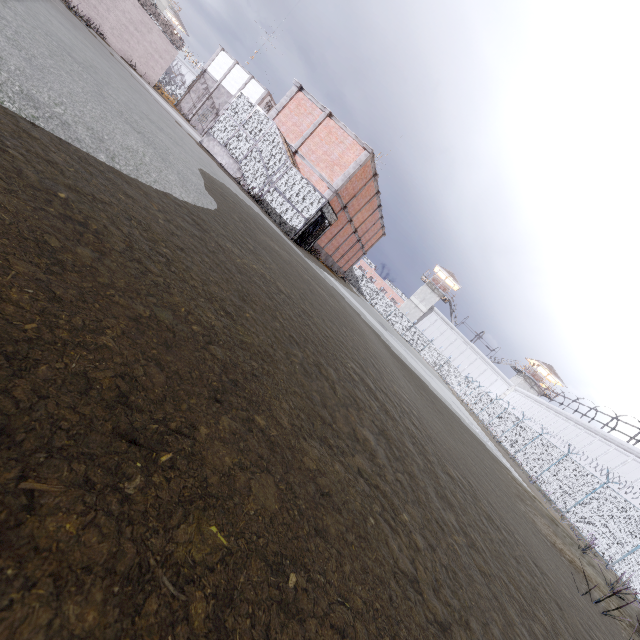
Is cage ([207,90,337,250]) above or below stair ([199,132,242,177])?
above

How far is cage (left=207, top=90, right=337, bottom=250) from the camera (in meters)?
17.55

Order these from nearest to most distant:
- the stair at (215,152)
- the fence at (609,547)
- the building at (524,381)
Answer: the fence at (609,547) → the stair at (215,152) → the building at (524,381)

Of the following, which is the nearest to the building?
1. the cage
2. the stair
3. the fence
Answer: the fence

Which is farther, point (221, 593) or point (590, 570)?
point (590, 570)

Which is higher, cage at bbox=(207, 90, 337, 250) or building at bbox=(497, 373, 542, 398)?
building at bbox=(497, 373, 542, 398)

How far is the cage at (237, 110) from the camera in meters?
17.5
